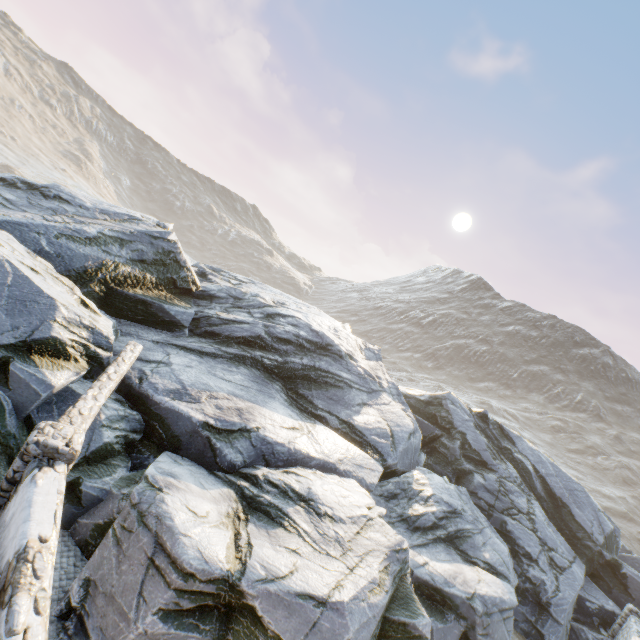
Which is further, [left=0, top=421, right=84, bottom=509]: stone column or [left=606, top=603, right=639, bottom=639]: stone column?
[left=606, top=603, right=639, bottom=639]: stone column

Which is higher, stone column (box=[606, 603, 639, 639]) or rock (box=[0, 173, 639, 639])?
stone column (box=[606, 603, 639, 639])

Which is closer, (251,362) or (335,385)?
(251,362)

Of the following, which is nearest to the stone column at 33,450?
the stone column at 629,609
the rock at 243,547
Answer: the rock at 243,547

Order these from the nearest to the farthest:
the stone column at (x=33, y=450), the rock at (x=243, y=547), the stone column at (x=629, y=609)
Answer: the stone column at (x=33, y=450)
the rock at (x=243, y=547)
the stone column at (x=629, y=609)

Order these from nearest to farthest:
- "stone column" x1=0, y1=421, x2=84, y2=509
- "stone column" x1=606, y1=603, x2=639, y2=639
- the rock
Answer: "stone column" x1=0, y1=421, x2=84, y2=509
the rock
"stone column" x1=606, y1=603, x2=639, y2=639

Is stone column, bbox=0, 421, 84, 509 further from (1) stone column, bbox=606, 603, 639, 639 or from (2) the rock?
(1) stone column, bbox=606, 603, 639, 639
